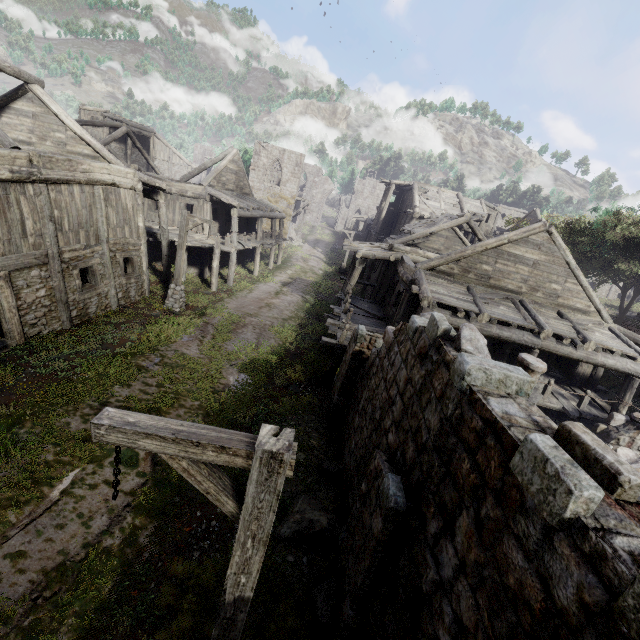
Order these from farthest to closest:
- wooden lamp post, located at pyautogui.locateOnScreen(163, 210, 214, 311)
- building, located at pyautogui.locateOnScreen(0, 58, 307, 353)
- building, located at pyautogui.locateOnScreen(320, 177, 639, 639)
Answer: wooden lamp post, located at pyautogui.locateOnScreen(163, 210, 214, 311), building, located at pyautogui.locateOnScreen(0, 58, 307, 353), building, located at pyautogui.locateOnScreen(320, 177, 639, 639)

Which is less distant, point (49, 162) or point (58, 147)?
point (49, 162)

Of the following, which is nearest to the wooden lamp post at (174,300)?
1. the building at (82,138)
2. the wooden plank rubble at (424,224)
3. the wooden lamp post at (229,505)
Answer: the building at (82,138)

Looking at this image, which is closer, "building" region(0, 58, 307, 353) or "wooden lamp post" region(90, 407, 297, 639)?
"wooden lamp post" region(90, 407, 297, 639)

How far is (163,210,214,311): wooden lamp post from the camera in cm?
1455

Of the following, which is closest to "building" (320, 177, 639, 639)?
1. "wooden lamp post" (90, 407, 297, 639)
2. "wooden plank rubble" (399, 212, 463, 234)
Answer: "wooden plank rubble" (399, 212, 463, 234)

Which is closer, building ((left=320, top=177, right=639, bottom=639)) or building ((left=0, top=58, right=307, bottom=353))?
building ((left=320, top=177, right=639, bottom=639))

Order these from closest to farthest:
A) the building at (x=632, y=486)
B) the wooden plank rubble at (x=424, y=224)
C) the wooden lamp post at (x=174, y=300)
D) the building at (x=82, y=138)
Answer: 1. the building at (x=632, y=486)
2. the building at (x=82, y=138)
3. the wooden lamp post at (x=174, y=300)
4. the wooden plank rubble at (x=424, y=224)
